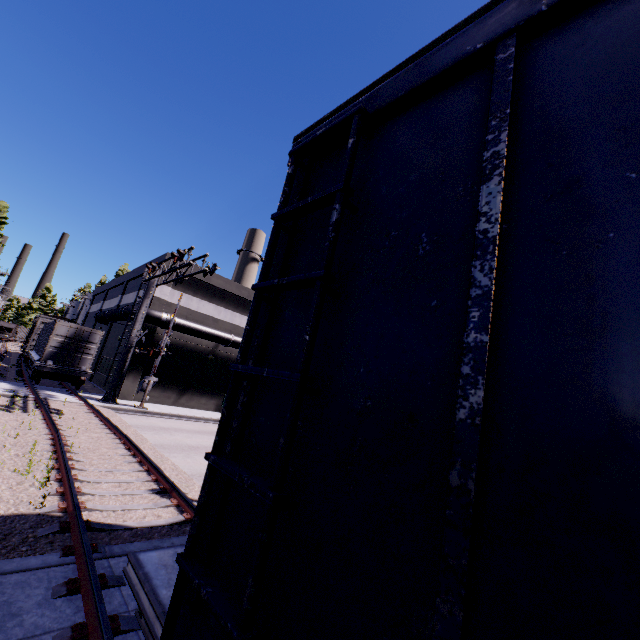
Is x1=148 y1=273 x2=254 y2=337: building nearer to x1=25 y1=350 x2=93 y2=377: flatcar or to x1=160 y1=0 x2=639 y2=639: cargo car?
x1=160 y1=0 x2=639 y2=639: cargo car

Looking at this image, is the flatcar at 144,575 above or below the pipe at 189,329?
below

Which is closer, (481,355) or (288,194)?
(481,355)

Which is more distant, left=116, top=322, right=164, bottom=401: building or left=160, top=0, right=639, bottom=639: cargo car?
left=116, top=322, right=164, bottom=401: building

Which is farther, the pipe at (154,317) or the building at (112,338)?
the building at (112,338)

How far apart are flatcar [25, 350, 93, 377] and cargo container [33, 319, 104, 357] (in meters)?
0.01

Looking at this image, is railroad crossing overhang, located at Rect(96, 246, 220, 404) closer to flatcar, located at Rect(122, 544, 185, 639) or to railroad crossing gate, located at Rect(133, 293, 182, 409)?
railroad crossing gate, located at Rect(133, 293, 182, 409)

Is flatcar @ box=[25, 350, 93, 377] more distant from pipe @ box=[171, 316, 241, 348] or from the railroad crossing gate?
the railroad crossing gate
